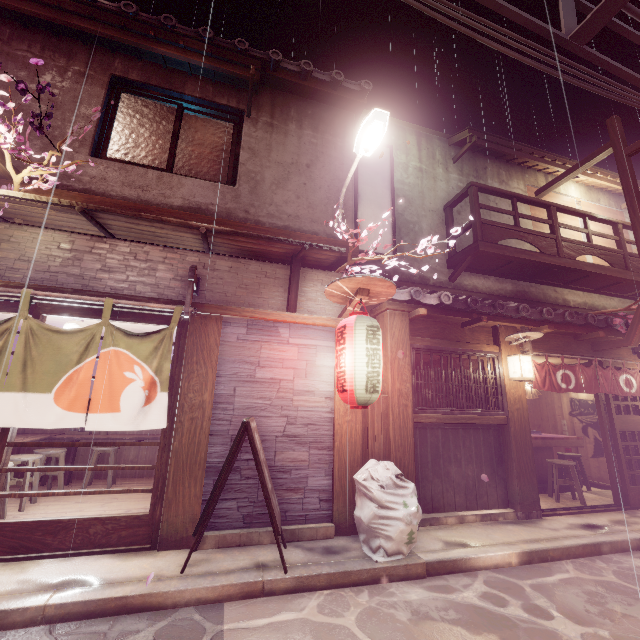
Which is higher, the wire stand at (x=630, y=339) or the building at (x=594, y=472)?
the wire stand at (x=630, y=339)

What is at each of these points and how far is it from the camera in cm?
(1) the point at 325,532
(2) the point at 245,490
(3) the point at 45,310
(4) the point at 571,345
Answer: (1) foundation, 758
(2) house, 747
(3) door, 724
(4) wood panel, 1201

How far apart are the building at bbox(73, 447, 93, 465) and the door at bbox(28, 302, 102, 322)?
7.1 meters

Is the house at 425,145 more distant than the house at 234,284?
Yes

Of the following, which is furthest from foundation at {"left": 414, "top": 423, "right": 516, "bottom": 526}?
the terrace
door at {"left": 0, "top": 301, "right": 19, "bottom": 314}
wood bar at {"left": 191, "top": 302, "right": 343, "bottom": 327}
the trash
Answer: the terrace

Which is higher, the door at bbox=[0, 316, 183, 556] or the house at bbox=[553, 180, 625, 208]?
the house at bbox=[553, 180, 625, 208]

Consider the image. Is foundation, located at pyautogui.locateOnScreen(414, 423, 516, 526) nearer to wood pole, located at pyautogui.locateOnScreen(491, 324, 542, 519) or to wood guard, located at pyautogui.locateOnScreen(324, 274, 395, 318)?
wood pole, located at pyautogui.locateOnScreen(491, 324, 542, 519)

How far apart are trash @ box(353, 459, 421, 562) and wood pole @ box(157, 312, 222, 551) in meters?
3.4 m
